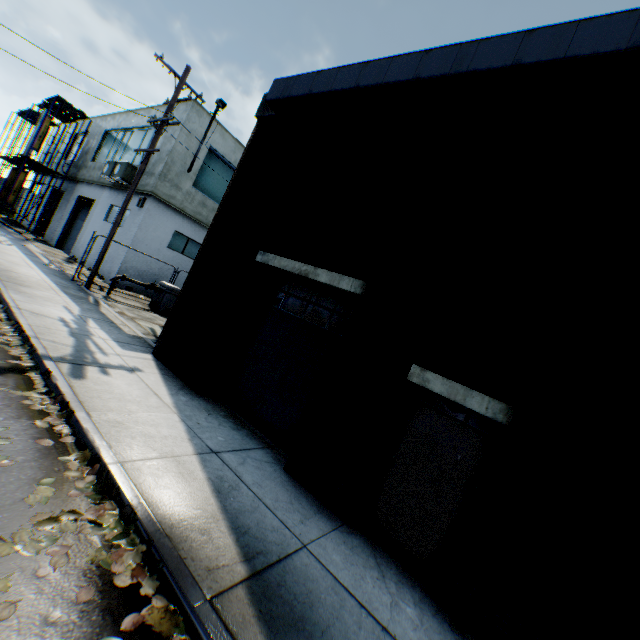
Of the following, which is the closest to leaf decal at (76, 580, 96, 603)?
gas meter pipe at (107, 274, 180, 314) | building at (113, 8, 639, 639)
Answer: building at (113, 8, 639, 639)

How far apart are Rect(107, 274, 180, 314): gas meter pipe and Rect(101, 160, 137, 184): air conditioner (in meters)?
5.77

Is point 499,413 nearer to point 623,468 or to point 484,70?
point 623,468

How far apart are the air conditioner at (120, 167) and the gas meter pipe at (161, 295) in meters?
5.8 m

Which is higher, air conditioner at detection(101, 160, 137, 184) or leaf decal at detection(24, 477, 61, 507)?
air conditioner at detection(101, 160, 137, 184)

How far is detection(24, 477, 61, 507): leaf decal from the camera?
2.9m

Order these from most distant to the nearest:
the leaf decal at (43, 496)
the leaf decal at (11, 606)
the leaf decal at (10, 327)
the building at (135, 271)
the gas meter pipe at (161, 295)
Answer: the building at (135, 271) < the gas meter pipe at (161, 295) < the leaf decal at (10, 327) < the leaf decal at (43, 496) < the leaf decal at (11, 606)
